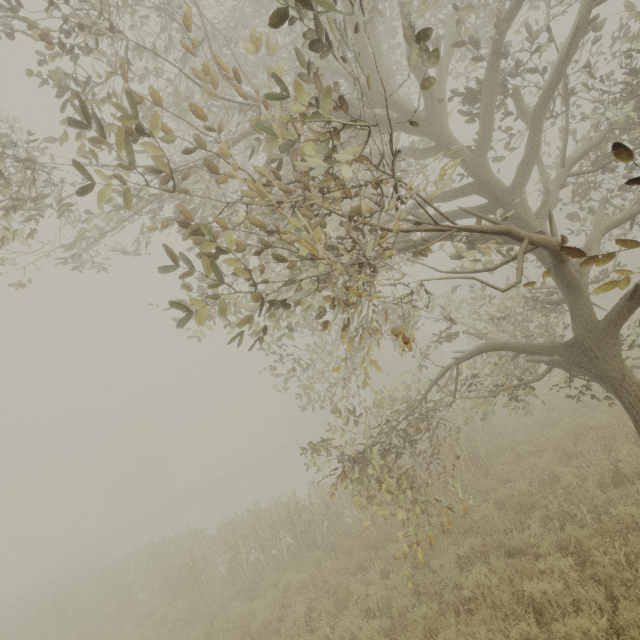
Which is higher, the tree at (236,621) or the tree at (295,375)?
the tree at (295,375)

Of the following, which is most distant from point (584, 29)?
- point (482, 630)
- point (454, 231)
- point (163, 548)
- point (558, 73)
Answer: point (163, 548)

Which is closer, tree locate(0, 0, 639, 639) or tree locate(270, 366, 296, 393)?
tree locate(0, 0, 639, 639)

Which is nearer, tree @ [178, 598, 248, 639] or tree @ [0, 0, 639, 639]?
tree @ [0, 0, 639, 639]

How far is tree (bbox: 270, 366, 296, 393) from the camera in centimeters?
839cm

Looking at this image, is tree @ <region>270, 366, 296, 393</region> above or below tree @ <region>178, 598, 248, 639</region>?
above

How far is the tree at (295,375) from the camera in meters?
8.4
